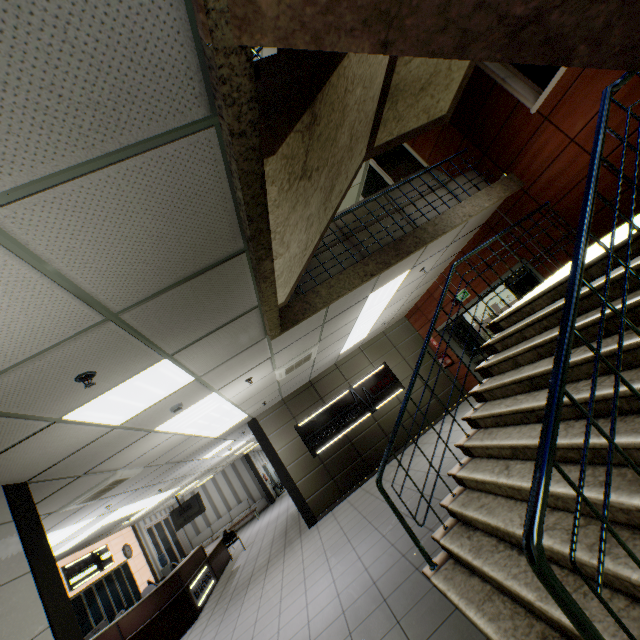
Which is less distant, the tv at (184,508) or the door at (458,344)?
the door at (458,344)

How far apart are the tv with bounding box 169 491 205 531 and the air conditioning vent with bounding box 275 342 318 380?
10.64m

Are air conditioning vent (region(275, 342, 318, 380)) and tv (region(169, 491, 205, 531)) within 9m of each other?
no

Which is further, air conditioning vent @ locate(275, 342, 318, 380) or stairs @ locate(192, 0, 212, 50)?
air conditioning vent @ locate(275, 342, 318, 380)

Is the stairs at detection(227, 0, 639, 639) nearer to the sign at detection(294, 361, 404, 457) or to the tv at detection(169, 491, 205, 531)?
the sign at detection(294, 361, 404, 457)

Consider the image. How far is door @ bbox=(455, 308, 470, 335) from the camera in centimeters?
858cm

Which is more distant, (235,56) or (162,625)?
(162,625)

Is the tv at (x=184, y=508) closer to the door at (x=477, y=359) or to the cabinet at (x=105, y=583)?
the cabinet at (x=105, y=583)
